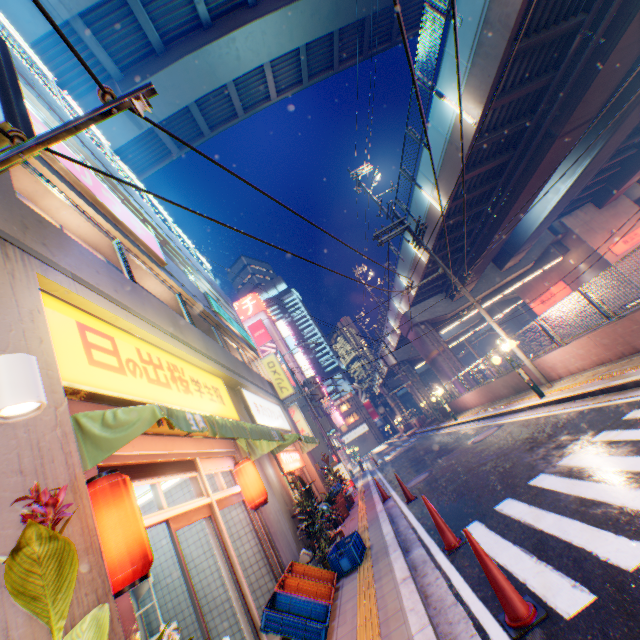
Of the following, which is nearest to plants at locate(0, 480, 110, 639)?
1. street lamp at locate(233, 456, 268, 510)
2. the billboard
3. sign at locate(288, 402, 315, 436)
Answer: street lamp at locate(233, 456, 268, 510)

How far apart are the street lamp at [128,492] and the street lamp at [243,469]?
3.5m

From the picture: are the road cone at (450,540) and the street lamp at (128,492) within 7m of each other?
yes

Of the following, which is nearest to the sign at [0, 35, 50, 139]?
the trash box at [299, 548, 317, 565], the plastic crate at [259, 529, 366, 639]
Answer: the plastic crate at [259, 529, 366, 639]

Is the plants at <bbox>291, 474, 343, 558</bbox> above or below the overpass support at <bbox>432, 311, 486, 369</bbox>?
below

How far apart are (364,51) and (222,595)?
31.2m

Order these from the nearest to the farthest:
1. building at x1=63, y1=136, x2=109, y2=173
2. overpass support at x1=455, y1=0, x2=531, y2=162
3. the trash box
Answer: the trash box, building at x1=63, y1=136, x2=109, y2=173, overpass support at x1=455, y1=0, x2=531, y2=162

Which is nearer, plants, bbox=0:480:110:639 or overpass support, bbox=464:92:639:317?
plants, bbox=0:480:110:639
